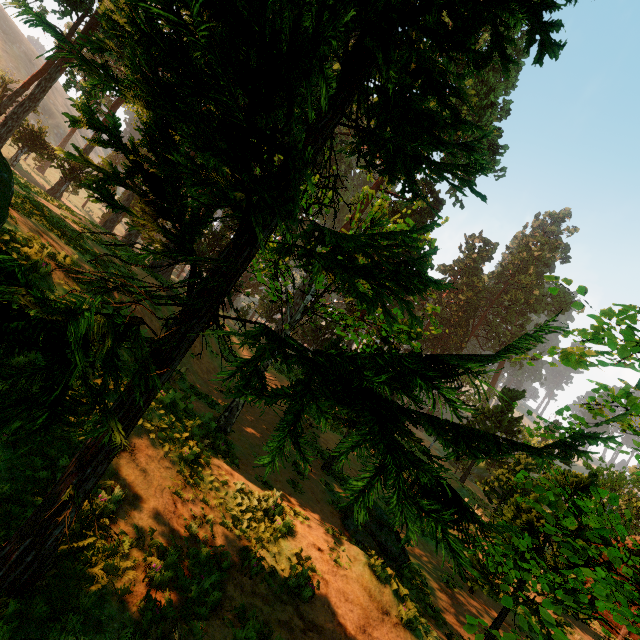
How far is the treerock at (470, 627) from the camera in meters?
2.9

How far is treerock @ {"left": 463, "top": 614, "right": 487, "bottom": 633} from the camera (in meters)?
2.86

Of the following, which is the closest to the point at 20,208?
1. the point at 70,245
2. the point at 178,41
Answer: the point at 70,245
